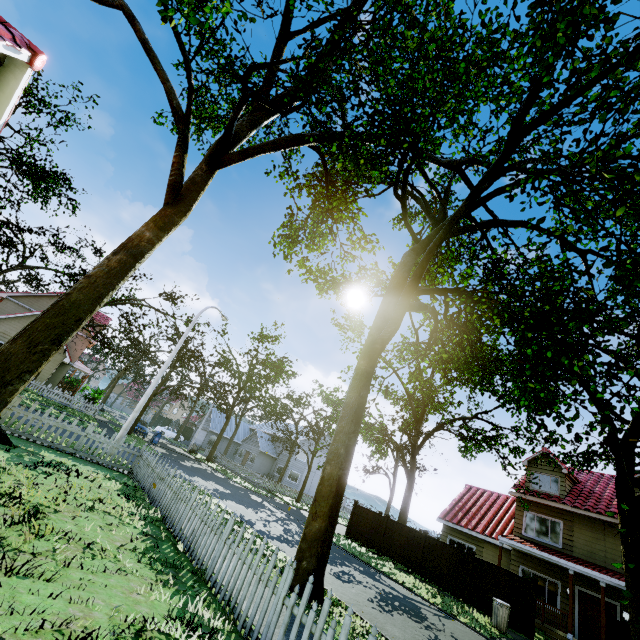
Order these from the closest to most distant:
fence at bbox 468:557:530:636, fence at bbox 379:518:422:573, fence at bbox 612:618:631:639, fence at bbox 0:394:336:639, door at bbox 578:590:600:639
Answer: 1. fence at bbox 0:394:336:639
2. fence at bbox 612:618:631:639
3. fence at bbox 468:557:530:636
4. door at bbox 578:590:600:639
5. fence at bbox 379:518:422:573

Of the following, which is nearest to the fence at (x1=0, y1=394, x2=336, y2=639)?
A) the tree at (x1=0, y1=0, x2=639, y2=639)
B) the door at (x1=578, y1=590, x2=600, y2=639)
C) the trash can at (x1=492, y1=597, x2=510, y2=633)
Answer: the tree at (x1=0, y1=0, x2=639, y2=639)

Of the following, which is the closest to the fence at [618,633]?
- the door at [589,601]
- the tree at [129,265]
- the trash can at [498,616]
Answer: the tree at [129,265]

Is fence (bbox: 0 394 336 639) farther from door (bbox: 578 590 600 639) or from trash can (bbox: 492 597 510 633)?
door (bbox: 578 590 600 639)

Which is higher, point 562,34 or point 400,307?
point 562,34

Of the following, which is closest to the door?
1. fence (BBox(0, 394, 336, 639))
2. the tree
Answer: the tree

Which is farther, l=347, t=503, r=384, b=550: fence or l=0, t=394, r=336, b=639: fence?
l=347, t=503, r=384, b=550: fence
